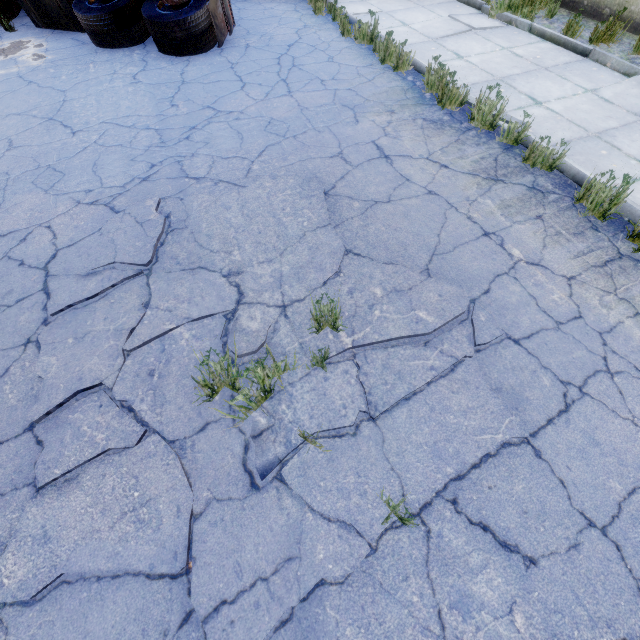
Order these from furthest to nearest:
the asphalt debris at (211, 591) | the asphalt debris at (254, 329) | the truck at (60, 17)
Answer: the truck at (60, 17)
the asphalt debris at (254, 329)
the asphalt debris at (211, 591)

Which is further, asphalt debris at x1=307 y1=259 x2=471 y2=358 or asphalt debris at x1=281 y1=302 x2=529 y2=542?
asphalt debris at x1=307 y1=259 x2=471 y2=358

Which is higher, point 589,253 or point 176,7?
point 176,7

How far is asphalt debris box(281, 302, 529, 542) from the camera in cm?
207

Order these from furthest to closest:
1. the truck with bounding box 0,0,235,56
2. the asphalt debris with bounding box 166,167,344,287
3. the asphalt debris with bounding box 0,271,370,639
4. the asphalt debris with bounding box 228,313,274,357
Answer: the truck with bounding box 0,0,235,56
the asphalt debris with bounding box 166,167,344,287
the asphalt debris with bounding box 228,313,274,357
the asphalt debris with bounding box 0,271,370,639

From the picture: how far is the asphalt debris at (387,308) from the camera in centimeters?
269cm
